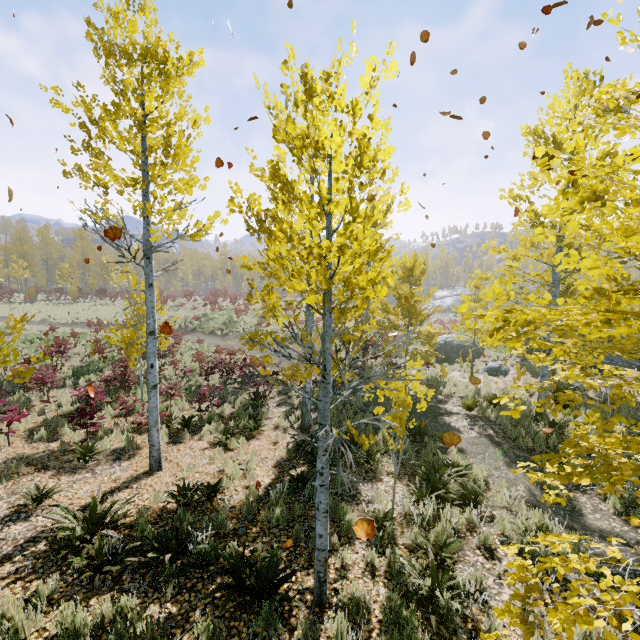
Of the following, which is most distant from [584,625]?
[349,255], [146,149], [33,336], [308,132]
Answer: [33,336]

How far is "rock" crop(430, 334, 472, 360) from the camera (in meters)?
20.58

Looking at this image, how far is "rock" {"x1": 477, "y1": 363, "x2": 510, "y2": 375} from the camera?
16.8 meters

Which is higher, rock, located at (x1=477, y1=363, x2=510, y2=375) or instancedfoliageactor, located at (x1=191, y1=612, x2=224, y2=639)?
instancedfoliageactor, located at (x1=191, y1=612, x2=224, y2=639)

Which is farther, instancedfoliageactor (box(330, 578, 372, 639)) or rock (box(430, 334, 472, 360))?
rock (box(430, 334, 472, 360))

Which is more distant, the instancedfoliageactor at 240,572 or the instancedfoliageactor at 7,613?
the instancedfoliageactor at 240,572

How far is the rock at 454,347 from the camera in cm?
2058
